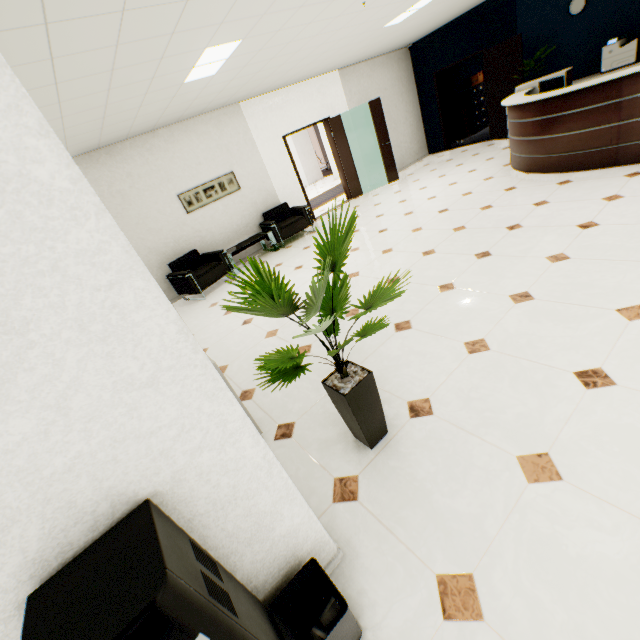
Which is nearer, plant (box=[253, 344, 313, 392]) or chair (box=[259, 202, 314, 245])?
plant (box=[253, 344, 313, 392])

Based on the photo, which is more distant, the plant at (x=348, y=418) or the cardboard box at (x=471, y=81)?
the cardboard box at (x=471, y=81)

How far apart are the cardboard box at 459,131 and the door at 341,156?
4.7m

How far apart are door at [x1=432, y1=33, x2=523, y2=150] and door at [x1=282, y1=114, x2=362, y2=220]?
3.4 meters

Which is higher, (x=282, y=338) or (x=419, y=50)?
(x=419, y=50)

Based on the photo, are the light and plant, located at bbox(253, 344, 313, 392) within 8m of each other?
yes

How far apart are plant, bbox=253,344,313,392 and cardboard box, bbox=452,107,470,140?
11.6 meters

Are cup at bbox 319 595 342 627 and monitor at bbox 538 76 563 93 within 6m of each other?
no
